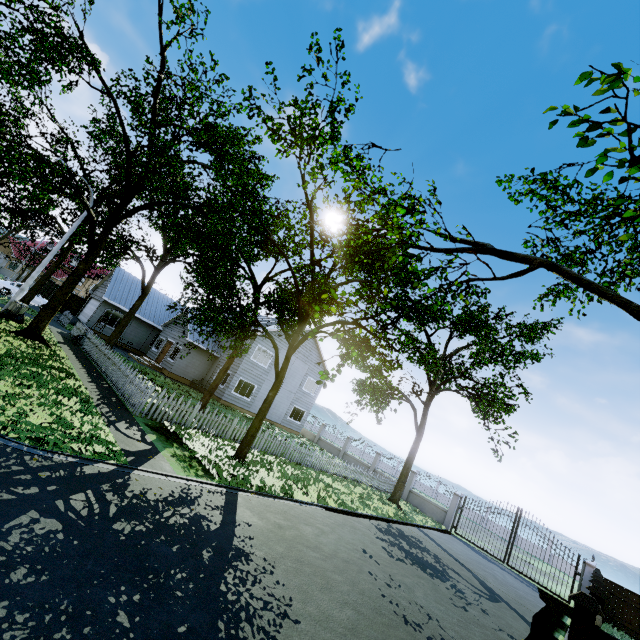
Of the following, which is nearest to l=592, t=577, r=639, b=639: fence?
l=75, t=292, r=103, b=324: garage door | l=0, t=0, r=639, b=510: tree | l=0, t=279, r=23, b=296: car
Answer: l=0, t=0, r=639, b=510: tree

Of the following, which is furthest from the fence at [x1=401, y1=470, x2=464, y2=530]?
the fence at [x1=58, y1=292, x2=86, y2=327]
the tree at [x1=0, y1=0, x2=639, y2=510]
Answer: the tree at [x1=0, y1=0, x2=639, y2=510]

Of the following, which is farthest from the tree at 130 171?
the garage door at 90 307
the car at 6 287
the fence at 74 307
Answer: the car at 6 287

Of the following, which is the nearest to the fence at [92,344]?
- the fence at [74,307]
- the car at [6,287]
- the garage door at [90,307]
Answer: the fence at [74,307]

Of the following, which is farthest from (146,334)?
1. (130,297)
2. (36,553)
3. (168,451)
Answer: (36,553)

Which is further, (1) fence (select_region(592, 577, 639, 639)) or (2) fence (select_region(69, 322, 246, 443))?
(2) fence (select_region(69, 322, 246, 443))

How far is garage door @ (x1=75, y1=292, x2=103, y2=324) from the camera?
28.8 meters

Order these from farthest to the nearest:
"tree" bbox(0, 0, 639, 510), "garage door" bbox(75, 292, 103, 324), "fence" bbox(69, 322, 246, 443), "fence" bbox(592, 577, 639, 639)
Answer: "garage door" bbox(75, 292, 103, 324) < "fence" bbox(69, 322, 246, 443) < "tree" bbox(0, 0, 639, 510) < "fence" bbox(592, 577, 639, 639)
